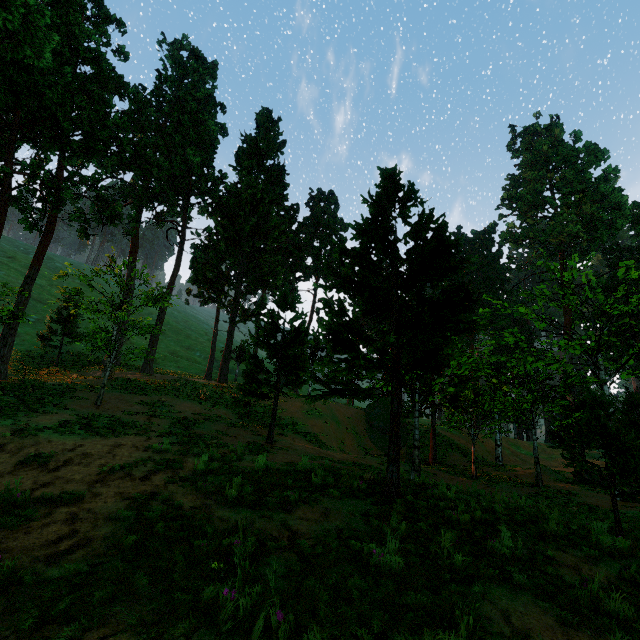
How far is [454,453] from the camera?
28.16m
